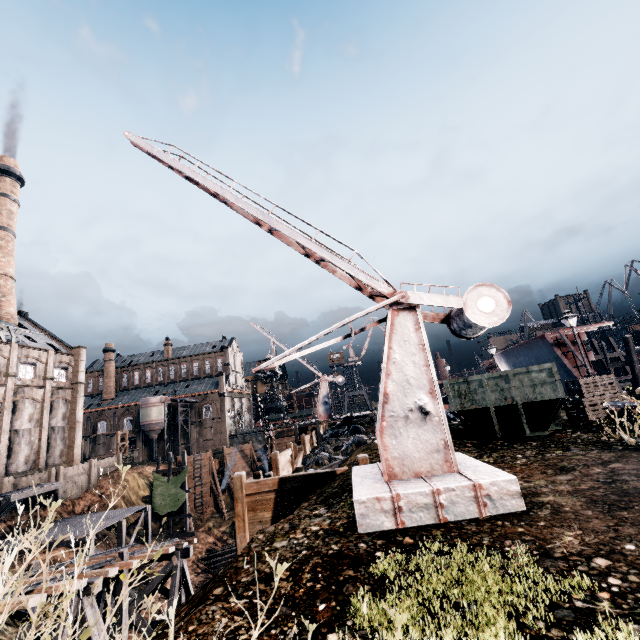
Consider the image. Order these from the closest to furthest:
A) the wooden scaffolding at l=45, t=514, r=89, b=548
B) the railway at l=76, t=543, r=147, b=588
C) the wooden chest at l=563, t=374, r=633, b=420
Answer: the railway at l=76, t=543, r=147, b=588
the wooden chest at l=563, t=374, r=633, b=420
the wooden scaffolding at l=45, t=514, r=89, b=548

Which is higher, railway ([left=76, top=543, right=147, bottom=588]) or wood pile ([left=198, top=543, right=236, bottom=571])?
railway ([left=76, top=543, right=147, bottom=588])

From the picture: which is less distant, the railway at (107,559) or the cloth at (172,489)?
the railway at (107,559)

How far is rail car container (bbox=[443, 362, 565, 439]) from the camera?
10.5m

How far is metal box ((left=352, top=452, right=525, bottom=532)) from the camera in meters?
5.6 m

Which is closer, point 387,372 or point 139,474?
point 387,372

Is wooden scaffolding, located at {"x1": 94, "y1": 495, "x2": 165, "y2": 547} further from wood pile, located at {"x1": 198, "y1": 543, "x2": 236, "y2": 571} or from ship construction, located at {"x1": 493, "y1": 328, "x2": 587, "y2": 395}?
ship construction, located at {"x1": 493, "y1": 328, "x2": 587, "y2": 395}

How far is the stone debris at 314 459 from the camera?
19.86m
